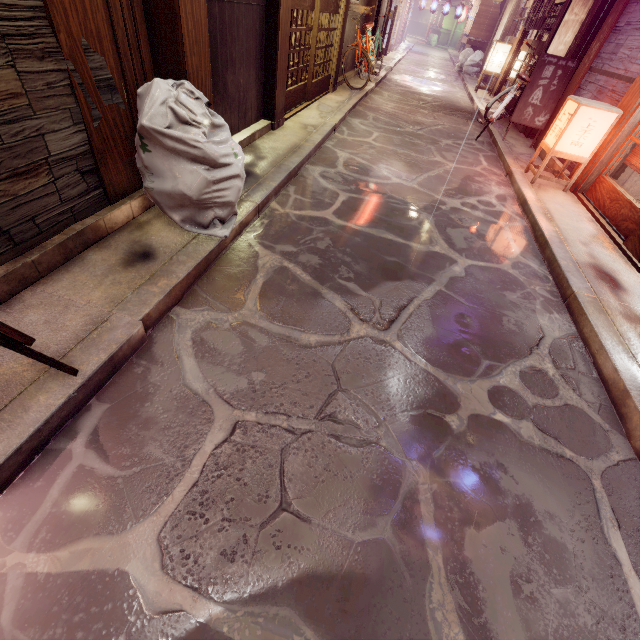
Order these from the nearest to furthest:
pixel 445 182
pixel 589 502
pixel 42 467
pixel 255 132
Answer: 1. pixel 42 467
2. pixel 589 502
3. pixel 255 132
4. pixel 445 182

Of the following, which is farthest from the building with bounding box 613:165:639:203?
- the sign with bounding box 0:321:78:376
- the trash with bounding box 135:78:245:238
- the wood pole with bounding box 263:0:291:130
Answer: the sign with bounding box 0:321:78:376

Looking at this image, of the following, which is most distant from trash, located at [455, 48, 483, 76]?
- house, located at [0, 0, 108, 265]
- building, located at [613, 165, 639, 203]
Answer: house, located at [0, 0, 108, 265]

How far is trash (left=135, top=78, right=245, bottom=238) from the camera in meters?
4.0 m

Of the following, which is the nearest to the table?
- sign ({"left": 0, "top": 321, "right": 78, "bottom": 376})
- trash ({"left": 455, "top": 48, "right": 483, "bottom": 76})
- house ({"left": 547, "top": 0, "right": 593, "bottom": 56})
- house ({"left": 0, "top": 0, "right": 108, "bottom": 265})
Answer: trash ({"left": 455, "top": 48, "right": 483, "bottom": 76})

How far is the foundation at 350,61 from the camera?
16.83m

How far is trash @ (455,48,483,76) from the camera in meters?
28.6

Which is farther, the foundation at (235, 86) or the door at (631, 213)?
the door at (631, 213)
